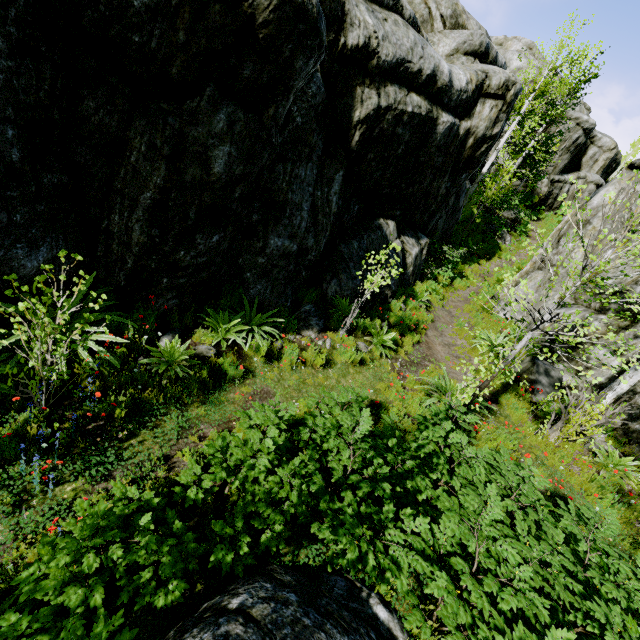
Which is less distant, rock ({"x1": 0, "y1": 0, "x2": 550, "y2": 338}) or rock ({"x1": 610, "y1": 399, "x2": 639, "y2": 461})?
rock ({"x1": 0, "y1": 0, "x2": 550, "y2": 338})

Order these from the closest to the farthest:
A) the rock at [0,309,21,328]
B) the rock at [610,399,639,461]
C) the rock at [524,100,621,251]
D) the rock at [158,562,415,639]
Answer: the rock at [158,562,415,639], the rock at [0,309,21,328], the rock at [610,399,639,461], the rock at [524,100,621,251]

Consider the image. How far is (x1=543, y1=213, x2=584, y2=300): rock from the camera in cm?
1177

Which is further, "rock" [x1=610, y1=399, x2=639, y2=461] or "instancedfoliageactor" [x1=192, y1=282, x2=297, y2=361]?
"rock" [x1=610, y1=399, x2=639, y2=461]

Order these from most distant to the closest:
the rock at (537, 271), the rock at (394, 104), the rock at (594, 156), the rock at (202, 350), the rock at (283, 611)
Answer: the rock at (537, 271)
the rock at (594, 156)
the rock at (202, 350)
the rock at (394, 104)
the rock at (283, 611)

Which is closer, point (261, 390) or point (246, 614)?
point (246, 614)

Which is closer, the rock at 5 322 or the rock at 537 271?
A: the rock at 5 322
